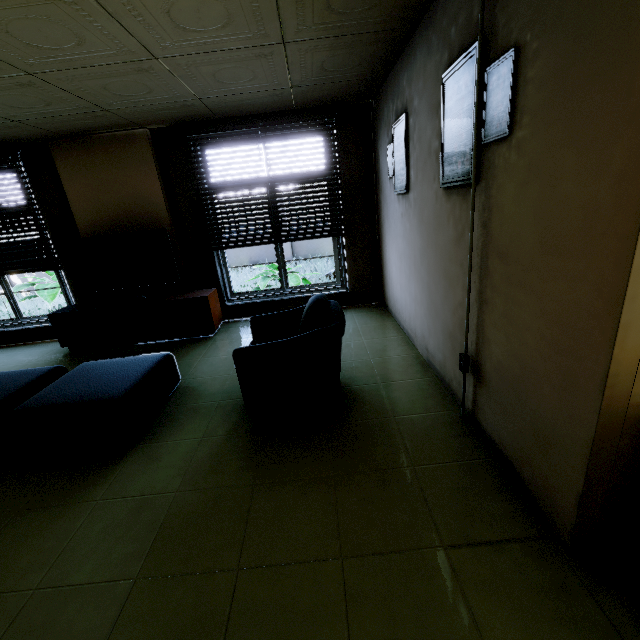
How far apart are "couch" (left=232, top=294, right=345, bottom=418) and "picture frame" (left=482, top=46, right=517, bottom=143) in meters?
1.2 m

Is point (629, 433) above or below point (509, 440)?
above

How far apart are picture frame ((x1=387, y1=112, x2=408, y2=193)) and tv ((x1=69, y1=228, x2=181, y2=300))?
3.02m

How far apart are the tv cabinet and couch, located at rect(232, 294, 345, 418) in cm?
162

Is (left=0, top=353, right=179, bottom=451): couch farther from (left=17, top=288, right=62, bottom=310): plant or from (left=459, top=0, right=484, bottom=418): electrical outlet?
(left=17, top=288, right=62, bottom=310): plant

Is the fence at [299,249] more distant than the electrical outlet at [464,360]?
Yes

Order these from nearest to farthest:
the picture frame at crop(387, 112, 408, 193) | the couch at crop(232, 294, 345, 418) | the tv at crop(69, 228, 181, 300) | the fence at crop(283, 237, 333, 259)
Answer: the couch at crop(232, 294, 345, 418)
the picture frame at crop(387, 112, 408, 193)
the tv at crop(69, 228, 181, 300)
the fence at crop(283, 237, 333, 259)

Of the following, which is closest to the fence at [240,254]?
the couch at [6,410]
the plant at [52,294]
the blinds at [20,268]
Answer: the plant at [52,294]
